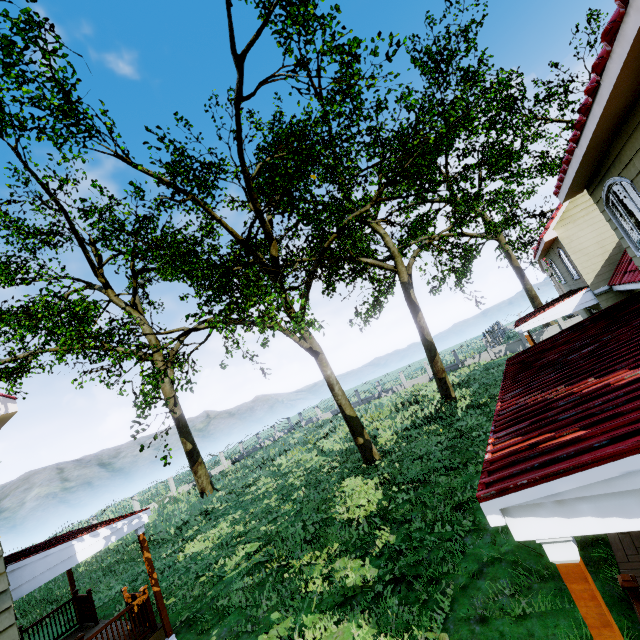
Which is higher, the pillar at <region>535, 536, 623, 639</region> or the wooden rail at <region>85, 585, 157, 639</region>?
the pillar at <region>535, 536, 623, 639</region>

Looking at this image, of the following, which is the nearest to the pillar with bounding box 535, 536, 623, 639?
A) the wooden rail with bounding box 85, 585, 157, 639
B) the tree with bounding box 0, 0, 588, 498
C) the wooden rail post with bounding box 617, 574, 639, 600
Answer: the wooden rail post with bounding box 617, 574, 639, 600

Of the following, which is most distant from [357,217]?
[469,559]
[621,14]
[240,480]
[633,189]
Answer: [240,480]

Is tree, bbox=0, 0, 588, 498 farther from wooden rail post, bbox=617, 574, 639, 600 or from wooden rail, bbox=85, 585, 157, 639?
wooden rail post, bbox=617, 574, 639, 600

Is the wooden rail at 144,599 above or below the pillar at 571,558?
below

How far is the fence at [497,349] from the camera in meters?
30.9

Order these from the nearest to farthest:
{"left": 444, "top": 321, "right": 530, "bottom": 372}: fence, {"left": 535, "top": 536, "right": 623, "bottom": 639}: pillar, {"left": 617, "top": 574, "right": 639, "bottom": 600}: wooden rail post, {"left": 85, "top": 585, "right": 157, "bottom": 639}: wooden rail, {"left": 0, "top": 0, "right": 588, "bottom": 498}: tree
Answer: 1. {"left": 535, "top": 536, "right": 623, "bottom": 639}: pillar
2. {"left": 617, "top": 574, "right": 639, "bottom": 600}: wooden rail post
3. {"left": 85, "top": 585, "right": 157, "bottom": 639}: wooden rail
4. {"left": 0, "top": 0, "right": 588, "bottom": 498}: tree
5. {"left": 444, "top": 321, "right": 530, "bottom": 372}: fence
